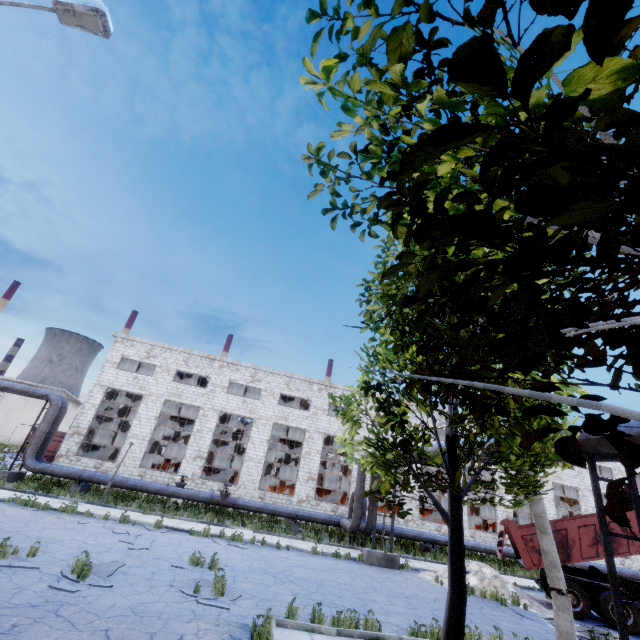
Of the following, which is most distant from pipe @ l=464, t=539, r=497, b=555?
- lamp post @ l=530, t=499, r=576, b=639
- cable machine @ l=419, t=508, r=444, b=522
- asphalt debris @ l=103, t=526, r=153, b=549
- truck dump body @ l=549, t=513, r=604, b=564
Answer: asphalt debris @ l=103, t=526, r=153, b=549

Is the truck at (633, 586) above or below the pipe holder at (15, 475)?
above

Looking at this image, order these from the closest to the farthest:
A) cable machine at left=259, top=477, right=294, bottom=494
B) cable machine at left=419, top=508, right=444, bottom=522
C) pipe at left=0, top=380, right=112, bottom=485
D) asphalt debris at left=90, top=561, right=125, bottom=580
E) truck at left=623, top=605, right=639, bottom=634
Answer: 1. asphalt debris at left=90, top=561, right=125, bottom=580
2. truck at left=623, top=605, right=639, bottom=634
3. pipe at left=0, top=380, right=112, bottom=485
4. cable machine at left=259, top=477, right=294, bottom=494
5. cable machine at left=419, top=508, right=444, bottom=522

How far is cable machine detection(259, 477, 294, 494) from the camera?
27.62m

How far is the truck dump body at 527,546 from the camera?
14.1m

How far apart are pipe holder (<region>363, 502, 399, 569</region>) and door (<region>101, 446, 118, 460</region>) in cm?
2872

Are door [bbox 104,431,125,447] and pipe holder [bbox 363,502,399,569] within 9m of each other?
no

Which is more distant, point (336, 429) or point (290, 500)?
point (336, 429)
